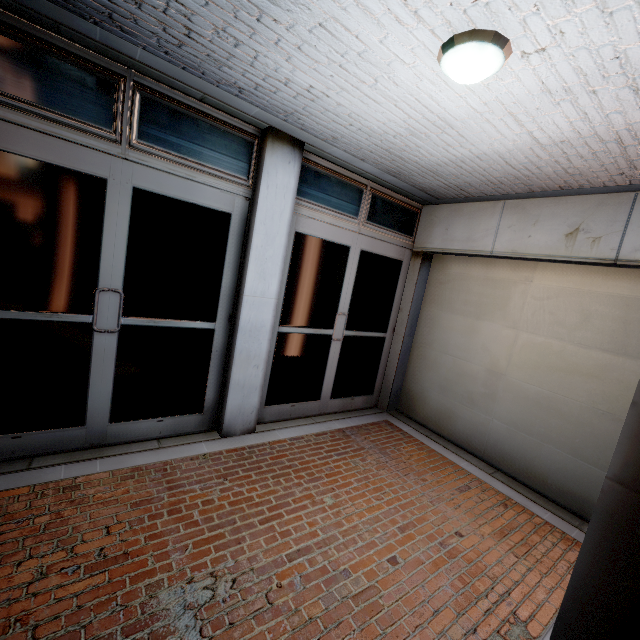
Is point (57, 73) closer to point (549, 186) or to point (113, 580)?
point (113, 580)

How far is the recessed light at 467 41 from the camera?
1.77m

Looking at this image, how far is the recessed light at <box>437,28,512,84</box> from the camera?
1.8m
